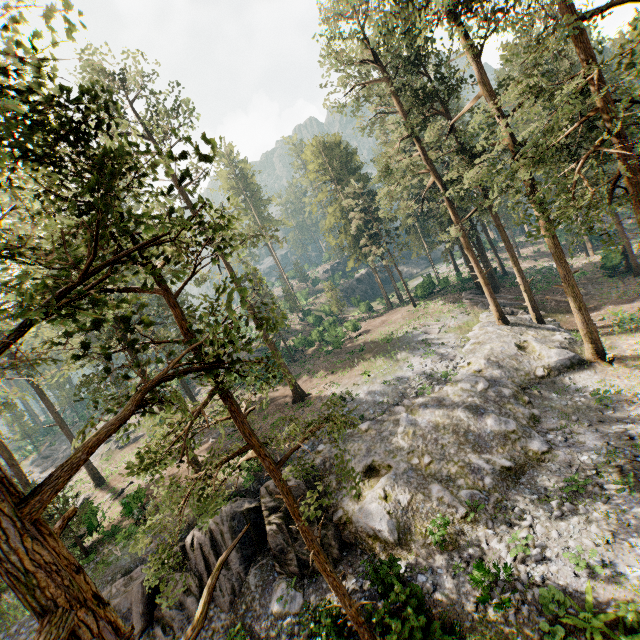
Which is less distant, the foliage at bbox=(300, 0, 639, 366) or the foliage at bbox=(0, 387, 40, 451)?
the foliage at bbox=(0, 387, 40, 451)

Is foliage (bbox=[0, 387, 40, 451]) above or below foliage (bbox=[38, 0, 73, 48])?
below

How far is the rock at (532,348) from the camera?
16.3m

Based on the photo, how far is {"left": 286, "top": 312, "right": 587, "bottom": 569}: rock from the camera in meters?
16.3

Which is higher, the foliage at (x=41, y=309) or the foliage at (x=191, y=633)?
the foliage at (x=41, y=309)

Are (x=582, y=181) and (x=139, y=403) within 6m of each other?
no

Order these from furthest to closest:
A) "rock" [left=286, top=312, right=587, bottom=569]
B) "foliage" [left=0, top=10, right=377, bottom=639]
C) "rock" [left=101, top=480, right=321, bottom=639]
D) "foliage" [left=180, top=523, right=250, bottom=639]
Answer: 1. "rock" [left=286, top=312, right=587, bottom=569]
2. "rock" [left=101, top=480, right=321, bottom=639]
3. "foliage" [left=180, top=523, right=250, bottom=639]
4. "foliage" [left=0, top=10, right=377, bottom=639]
